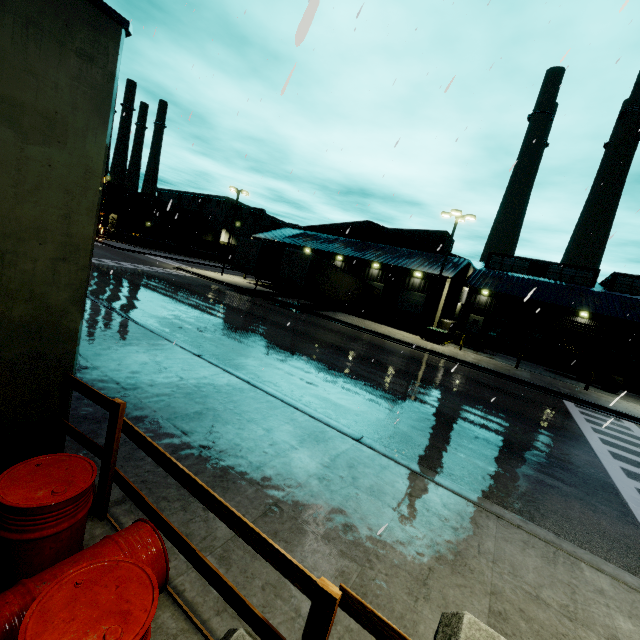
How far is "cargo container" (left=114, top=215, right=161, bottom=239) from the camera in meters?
53.9 m

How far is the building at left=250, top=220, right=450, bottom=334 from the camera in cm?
3208

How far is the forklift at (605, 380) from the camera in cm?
2270

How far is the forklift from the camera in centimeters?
2270cm

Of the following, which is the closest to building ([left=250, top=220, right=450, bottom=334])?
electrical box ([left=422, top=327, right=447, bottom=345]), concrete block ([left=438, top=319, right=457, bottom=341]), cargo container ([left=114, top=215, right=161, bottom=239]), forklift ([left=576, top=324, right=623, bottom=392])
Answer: concrete block ([left=438, top=319, right=457, bottom=341])

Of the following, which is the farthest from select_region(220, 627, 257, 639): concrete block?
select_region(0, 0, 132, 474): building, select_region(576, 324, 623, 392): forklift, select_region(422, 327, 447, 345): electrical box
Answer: select_region(422, 327, 447, 345): electrical box

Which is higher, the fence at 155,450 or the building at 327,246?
the building at 327,246

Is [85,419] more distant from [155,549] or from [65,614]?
[65,614]
